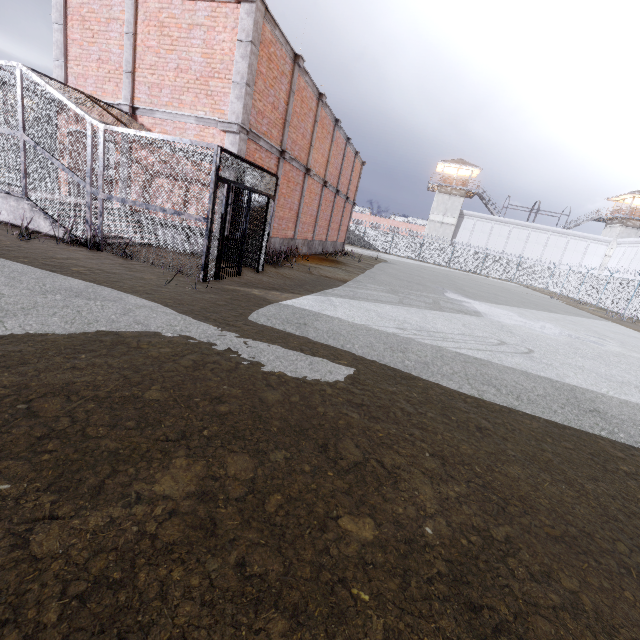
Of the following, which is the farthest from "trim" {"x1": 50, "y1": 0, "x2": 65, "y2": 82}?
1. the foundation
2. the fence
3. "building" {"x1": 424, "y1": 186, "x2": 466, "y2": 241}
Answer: "building" {"x1": 424, "y1": 186, "x2": 466, "y2": 241}

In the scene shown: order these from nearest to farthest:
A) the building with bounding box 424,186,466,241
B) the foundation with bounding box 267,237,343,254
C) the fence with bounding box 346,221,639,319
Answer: the foundation with bounding box 267,237,343,254 < the fence with bounding box 346,221,639,319 < the building with bounding box 424,186,466,241

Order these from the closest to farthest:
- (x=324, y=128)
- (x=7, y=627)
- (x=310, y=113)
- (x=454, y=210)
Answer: (x=7, y=627)
(x=310, y=113)
(x=324, y=128)
(x=454, y=210)

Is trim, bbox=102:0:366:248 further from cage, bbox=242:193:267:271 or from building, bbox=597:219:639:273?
building, bbox=597:219:639:273

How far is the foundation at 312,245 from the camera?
13.9 meters

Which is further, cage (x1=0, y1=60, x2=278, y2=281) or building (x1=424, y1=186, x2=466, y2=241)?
building (x1=424, y1=186, x2=466, y2=241)

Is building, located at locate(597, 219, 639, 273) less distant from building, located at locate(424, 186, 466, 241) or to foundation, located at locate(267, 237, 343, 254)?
building, located at locate(424, 186, 466, 241)

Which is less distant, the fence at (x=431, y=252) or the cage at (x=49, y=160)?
the cage at (x=49, y=160)
